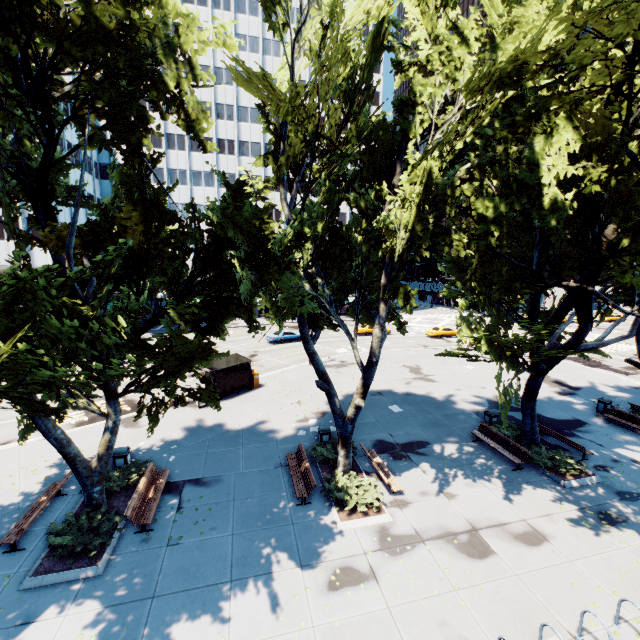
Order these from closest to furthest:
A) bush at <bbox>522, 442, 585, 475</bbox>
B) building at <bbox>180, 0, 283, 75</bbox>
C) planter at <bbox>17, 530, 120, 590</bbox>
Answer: planter at <bbox>17, 530, 120, 590</bbox>, bush at <bbox>522, 442, 585, 475</bbox>, building at <bbox>180, 0, 283, 75</bbox>

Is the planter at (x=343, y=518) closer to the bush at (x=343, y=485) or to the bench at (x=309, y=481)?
the bush at (x=343, y=485)

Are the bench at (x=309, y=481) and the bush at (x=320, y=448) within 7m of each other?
yes

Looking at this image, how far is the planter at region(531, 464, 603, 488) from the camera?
13.2 meters

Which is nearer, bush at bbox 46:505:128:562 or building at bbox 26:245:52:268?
bush at bbox 46:505:128:562

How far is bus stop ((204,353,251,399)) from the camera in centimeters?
2116cm

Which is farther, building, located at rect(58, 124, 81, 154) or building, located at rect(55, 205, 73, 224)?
building, located at rect(58, 124, 81, 154)

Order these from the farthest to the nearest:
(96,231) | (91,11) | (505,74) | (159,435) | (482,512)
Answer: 1. (159,435)
2. (482,512)
3. (96,231)
4. (505,74)
5. (91,11)
